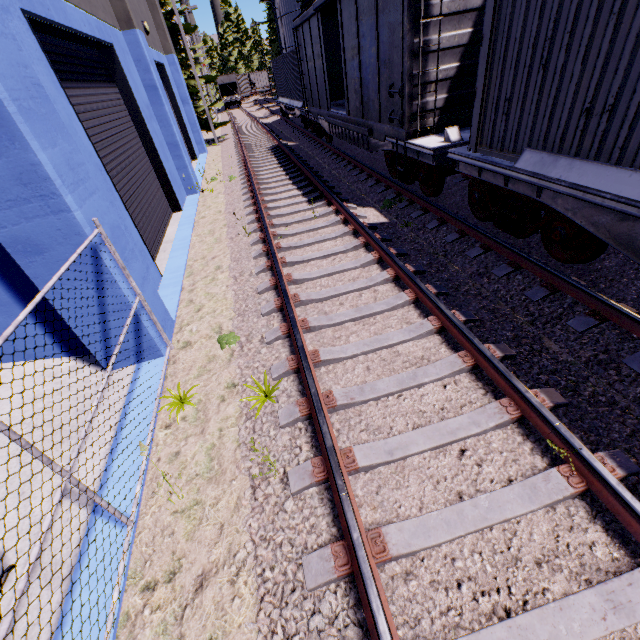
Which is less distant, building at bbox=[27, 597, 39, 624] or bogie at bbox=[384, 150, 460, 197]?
building at bbox=[27, 597, 39, 624]

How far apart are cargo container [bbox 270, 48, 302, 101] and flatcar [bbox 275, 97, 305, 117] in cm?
1

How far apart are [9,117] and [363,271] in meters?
5.1 m

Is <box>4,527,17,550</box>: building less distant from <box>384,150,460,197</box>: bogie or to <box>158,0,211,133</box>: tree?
<box>158,0,211,133</box>: tree

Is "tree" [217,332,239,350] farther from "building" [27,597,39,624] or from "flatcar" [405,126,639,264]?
"flatcar" [405,126,639,264]

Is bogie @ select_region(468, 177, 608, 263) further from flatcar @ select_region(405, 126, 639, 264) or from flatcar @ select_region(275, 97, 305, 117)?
flatcar @ select_region(275, 97, 305, 117)

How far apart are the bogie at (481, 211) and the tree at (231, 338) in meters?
5.0

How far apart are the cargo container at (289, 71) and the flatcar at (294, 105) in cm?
1
